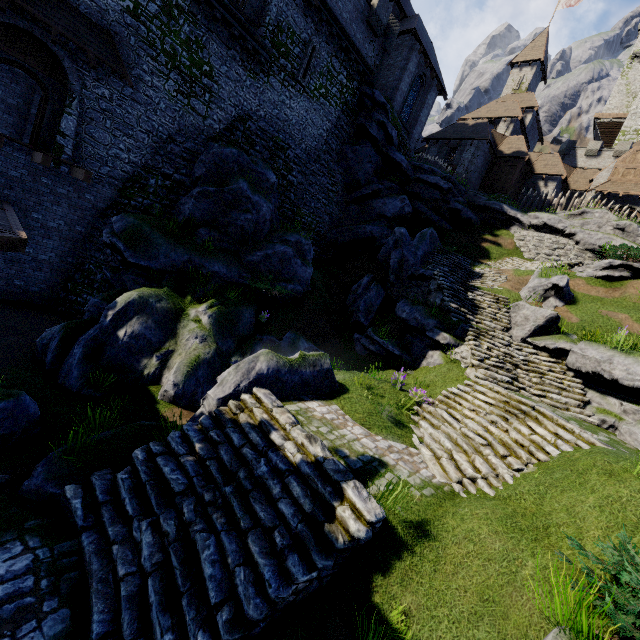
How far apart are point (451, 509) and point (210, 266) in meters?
12.1

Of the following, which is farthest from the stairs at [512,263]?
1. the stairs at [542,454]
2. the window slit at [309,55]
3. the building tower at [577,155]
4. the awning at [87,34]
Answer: the building tower at [577,155]

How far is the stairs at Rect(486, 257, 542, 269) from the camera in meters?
20.5 m

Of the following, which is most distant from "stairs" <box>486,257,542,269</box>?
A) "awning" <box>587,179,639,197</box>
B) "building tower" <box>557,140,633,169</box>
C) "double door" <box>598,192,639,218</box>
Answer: "building tower" <box>557,140,633,169</box>

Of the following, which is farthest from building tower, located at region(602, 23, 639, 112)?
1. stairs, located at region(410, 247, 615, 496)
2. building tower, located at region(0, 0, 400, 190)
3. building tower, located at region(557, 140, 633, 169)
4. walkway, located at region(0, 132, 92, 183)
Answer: walkway, located at region(0, 132, 92, 183)

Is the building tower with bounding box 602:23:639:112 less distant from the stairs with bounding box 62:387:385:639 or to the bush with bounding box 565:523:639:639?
the bush with bounding box 565:523:639:639

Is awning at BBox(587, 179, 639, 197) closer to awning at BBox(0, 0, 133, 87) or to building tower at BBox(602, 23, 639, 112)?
building tower at BBox(602, 23, 639, 112)

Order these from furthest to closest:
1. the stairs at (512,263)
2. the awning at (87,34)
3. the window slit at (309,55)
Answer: the stairs at (512,263) < the window slit at (309,55) < the awning at (87,34)
